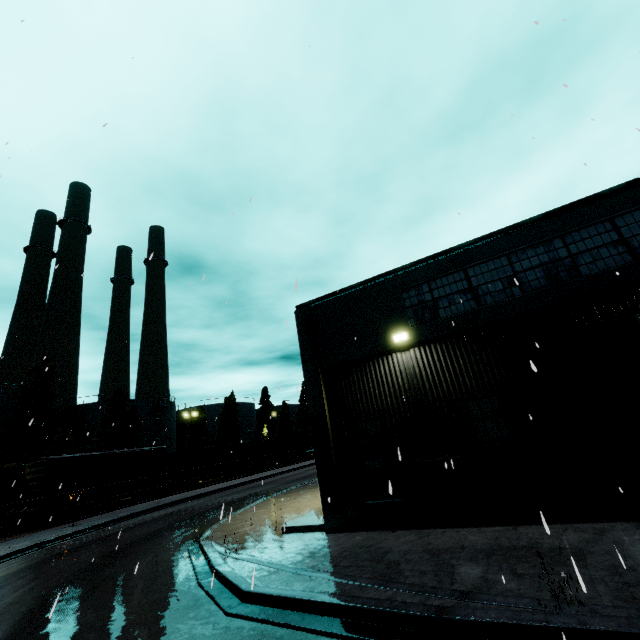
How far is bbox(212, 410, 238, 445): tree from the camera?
57.8m

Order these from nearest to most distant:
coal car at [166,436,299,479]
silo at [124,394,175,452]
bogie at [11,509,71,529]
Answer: bogie at [11,509,71,529] < coal car at [166,436,299,479] < silo at [124,394,175,452]

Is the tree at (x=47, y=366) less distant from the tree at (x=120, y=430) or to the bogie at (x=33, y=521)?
the tree at (x=120, y=430)

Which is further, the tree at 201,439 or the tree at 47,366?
the tree at 201,439

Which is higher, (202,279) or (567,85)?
(567,85)

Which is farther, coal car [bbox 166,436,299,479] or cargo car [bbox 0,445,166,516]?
coal car [bbox 166,436,299,479]

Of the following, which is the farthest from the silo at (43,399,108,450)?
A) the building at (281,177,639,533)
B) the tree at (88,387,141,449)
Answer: the building at (281,177,639,533)

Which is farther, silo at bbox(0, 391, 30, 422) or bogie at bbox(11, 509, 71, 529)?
silo at bbox(0, 391, 30, 422)
